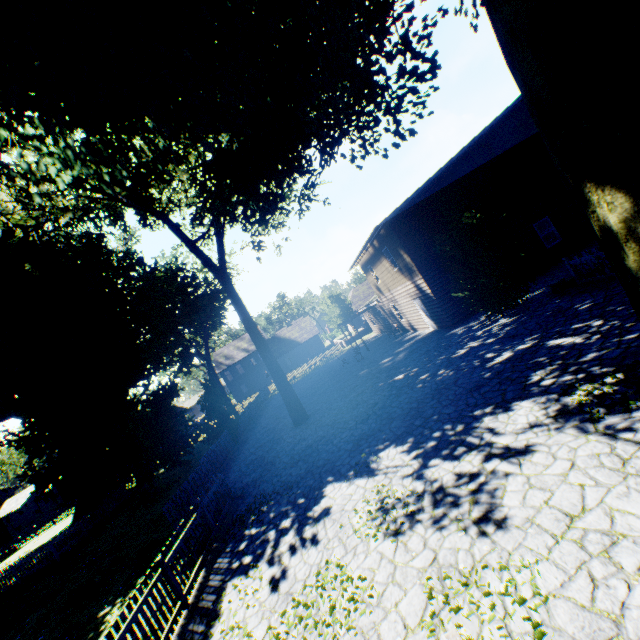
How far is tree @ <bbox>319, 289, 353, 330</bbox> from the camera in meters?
43.5 m

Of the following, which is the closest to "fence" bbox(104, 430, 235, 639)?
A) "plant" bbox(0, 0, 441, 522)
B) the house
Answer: "plant" bbox(0, 0, 441, 522)

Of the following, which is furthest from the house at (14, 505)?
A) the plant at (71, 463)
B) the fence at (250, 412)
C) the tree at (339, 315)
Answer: the tree at (339, 315)

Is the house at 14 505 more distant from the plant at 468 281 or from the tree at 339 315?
the tree at 339 315

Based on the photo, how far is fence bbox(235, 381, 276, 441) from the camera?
24.6m

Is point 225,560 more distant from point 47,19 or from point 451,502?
point 47,19

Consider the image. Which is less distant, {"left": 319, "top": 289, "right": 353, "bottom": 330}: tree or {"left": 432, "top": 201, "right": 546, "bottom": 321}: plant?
{"left": 432, "top": 201, "right": 546, "bottom": 321}: plant

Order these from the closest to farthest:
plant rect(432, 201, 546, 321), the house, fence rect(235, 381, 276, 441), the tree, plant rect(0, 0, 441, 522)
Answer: plant rect(0, 0, 441, 522), plant rect(432, 201, 546, 321), fence rect(235, 381, 276, 441), the house, the tree
